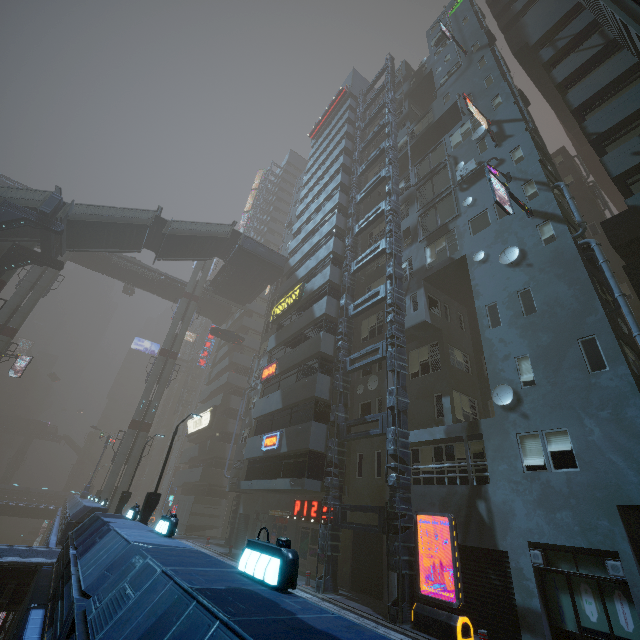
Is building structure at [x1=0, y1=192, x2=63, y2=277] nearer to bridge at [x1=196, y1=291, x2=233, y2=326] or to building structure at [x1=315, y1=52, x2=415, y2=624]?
bridge at [x1=196, y1=291, x2=233, y2=326]

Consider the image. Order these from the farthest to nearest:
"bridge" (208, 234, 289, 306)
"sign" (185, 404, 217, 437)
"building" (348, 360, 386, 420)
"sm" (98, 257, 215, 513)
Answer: "sign" (185, 404, 217, 437)
"bridge" (208, 234, 289, 306)
"sm" (98, 257, 215, 513)
"building" (348, 360, 386, 420)

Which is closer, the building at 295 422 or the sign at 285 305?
the building at 295 422

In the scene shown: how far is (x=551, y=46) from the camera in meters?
20.6 m

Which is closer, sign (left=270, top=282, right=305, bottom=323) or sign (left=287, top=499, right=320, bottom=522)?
sign (left=287, top=499, right=320, bottom=522)

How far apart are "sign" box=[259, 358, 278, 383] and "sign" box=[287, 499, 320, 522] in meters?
Answer: 8.5

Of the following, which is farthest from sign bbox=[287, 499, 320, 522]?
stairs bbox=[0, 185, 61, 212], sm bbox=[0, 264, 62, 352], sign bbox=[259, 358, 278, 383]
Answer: sm bbox=[0, 264, 62, 352]

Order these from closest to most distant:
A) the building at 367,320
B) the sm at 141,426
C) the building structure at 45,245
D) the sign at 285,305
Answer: the building at 367,320, the building structure at 45,245, the sign at 285,305, the sm at 141,426
